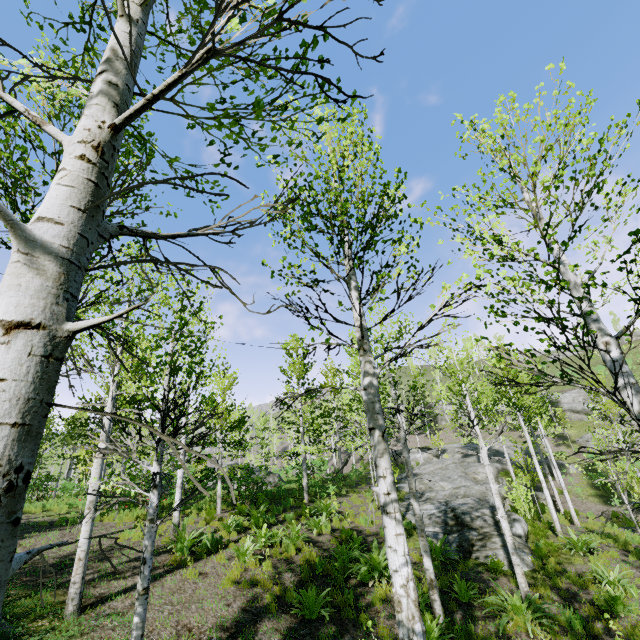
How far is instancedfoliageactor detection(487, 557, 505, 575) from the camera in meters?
10.1 m

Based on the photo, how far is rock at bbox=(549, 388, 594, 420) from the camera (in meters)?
36.19

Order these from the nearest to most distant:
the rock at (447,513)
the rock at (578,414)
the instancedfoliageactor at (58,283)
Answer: the instancedfoliageactor at (58,283) → the rock at (447,513) → the rock at (578,414)

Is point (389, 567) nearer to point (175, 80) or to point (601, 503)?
point (175, 80)

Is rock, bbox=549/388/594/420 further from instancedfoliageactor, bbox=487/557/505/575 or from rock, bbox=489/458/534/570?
instancedfoliageactor, bbox=487/557/505/575

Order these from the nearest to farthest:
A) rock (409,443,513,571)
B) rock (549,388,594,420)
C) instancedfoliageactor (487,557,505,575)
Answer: instancedfoliageactor (487,557,505,575), rock (409,443,513,571), rock (549,388,594,420)

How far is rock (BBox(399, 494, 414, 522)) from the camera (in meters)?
15.63

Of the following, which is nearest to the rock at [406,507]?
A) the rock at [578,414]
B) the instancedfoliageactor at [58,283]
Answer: the instancedfoliageactor at [58,283]
